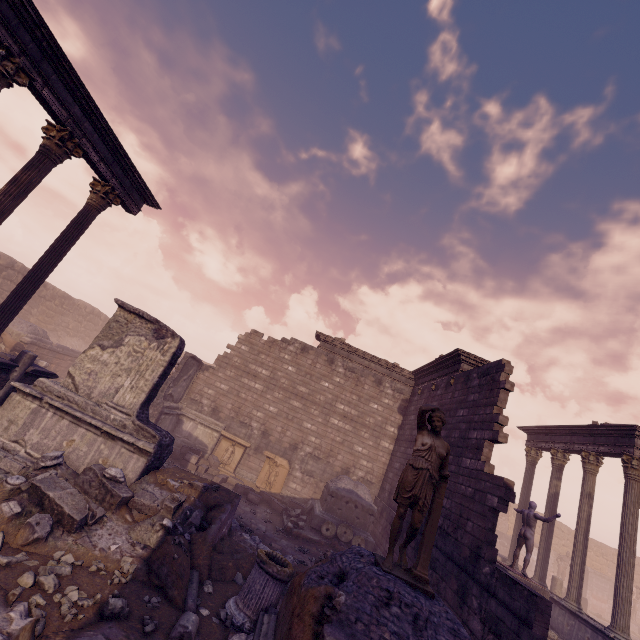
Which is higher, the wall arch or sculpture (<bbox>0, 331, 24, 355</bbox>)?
the wall arch

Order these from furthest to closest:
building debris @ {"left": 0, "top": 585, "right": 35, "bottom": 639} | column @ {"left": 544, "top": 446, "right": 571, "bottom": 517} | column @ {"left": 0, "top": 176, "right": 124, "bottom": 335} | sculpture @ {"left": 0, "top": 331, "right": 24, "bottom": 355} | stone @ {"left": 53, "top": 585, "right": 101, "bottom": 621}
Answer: sculpture @ {"left": 0, "top": 331, "right": 24, "bottom": 355} < column @ {"left": 544, "top": 446, "right": 571, "bottom": 517} < column @ {"left": 0, "top": 176, "right": 124, "bottom": 335} < stone @ {"left": 53, "top": 585, "right": 101, "bottom": 621} < building debris @ {"left": 0, "top": 585, "right": 35, "bottom": 639}

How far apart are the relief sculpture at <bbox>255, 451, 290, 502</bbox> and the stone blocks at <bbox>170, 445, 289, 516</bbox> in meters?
1.6

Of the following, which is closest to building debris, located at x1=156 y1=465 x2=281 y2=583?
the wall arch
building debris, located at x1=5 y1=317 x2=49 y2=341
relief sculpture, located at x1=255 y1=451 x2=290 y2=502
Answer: relief sculpture, located at x1=255 y1=451 x2=290 y2=502

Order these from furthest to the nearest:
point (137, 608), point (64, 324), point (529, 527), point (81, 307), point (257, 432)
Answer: point (81, 307) < point (64, 324) < point (257, 432) < point (529, 527) < point (137, 608)

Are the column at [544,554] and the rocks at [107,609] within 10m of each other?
no

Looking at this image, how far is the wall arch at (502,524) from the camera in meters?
27.6 m

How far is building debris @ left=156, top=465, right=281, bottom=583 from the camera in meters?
5.7 m
